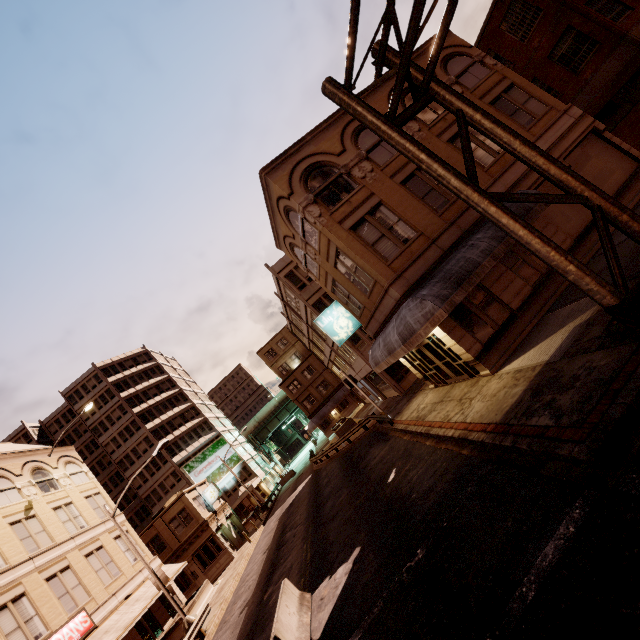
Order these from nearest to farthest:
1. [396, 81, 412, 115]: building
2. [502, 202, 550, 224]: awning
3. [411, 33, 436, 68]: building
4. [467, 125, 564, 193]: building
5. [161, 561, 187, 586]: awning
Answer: [502, 202, 550, 224]: awning → [467, 125, 564, 193]: building → [396, 81, 412, 115]: building → [411, 33, 436, 68]: building → [161, 561, 187, 586]: awning

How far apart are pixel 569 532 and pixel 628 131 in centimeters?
2055cm

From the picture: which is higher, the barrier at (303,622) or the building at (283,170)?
the building at (283,170)

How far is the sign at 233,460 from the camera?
57.4 meters

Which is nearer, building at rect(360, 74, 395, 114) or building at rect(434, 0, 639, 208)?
building at rect(434, 0, 639, 208)

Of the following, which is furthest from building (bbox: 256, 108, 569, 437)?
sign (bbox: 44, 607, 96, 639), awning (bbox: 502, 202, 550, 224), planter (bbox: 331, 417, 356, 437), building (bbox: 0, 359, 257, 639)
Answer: sign (bbox: 44, 607, 96, 639)

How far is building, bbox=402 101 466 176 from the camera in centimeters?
1548cm

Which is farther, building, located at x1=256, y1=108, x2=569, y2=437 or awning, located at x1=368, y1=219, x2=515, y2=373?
building, located at x1=256, y1=108, x2=569, y2=437
